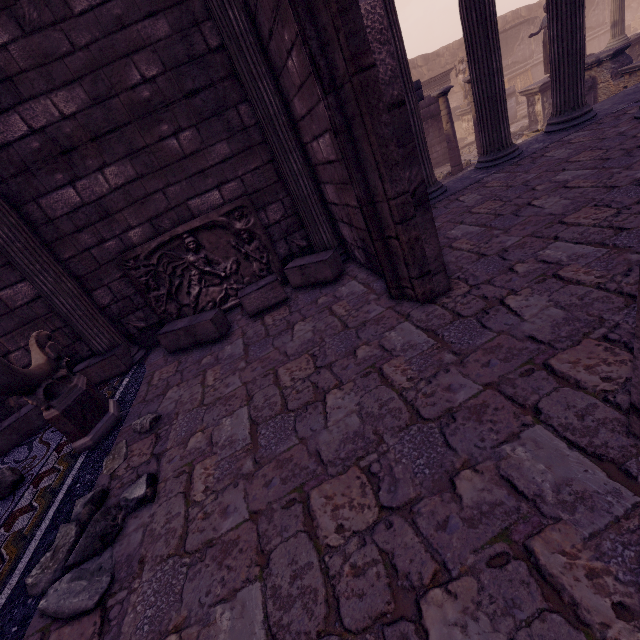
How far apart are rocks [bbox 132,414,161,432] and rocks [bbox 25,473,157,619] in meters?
0.2 m

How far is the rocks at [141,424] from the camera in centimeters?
280cm

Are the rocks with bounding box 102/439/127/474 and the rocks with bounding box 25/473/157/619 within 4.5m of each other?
yes

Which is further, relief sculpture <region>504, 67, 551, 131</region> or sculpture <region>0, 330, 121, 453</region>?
relief sculpture <region>504, 67, 551, 131</region>

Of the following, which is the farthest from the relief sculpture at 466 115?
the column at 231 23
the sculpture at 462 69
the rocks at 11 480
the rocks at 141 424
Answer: the rocks at 11 480

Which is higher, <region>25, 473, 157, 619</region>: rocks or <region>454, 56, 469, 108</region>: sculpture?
<region>454, 56, 469, 108</region>: sculpture

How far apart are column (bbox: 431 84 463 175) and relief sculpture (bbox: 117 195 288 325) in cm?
900

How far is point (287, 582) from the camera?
1.36m
